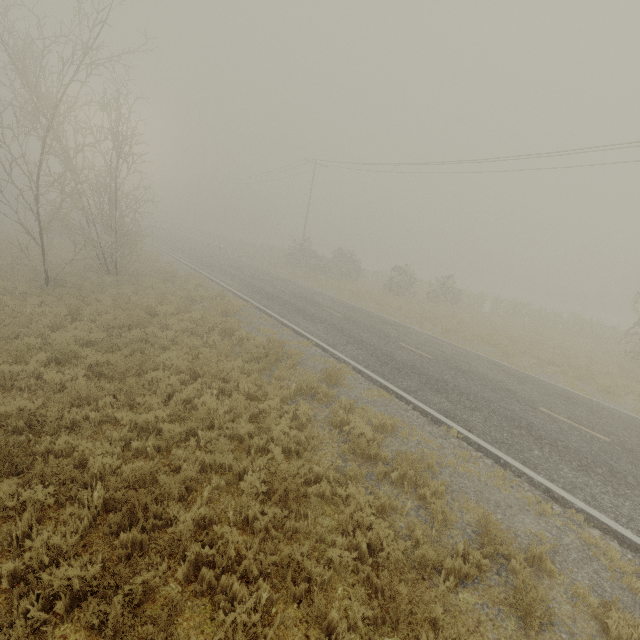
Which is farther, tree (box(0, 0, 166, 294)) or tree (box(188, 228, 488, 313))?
tree (box(188, 228, 488, 313))

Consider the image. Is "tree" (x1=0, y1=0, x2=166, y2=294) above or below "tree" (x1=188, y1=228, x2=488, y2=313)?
above

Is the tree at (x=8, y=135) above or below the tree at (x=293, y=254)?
above

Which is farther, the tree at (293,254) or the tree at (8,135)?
the tree at (293,254)

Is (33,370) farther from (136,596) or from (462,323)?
(462,323)

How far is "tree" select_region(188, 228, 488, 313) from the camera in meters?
27.2
